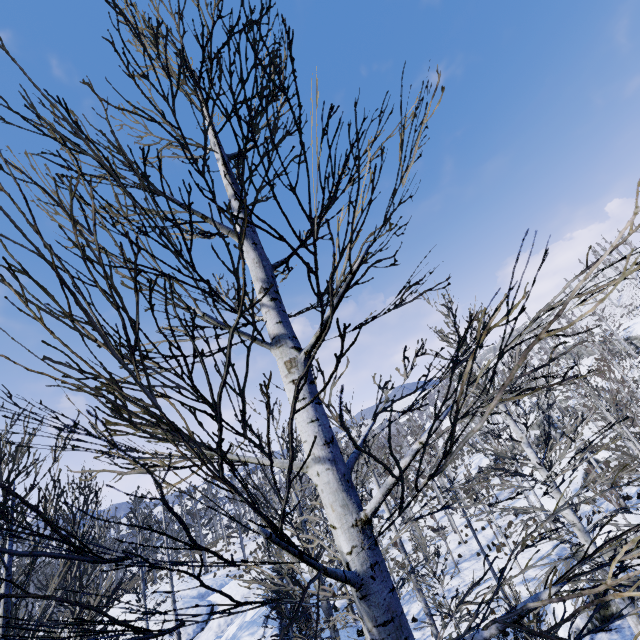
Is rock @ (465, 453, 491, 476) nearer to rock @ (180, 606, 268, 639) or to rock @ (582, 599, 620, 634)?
rock @ (180, 606, 268, 639)

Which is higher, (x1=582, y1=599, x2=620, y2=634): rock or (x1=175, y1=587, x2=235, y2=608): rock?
(x1=175, y1=587, x2=235, y2=608): rock

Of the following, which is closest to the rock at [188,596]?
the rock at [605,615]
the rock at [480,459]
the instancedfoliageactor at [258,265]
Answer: the instancedfoliageactor at [258,265]

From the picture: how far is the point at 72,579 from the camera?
4.2 meters

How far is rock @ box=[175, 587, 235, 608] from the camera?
20.8m

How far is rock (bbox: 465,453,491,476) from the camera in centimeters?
3990cm

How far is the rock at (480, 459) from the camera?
39.9m
